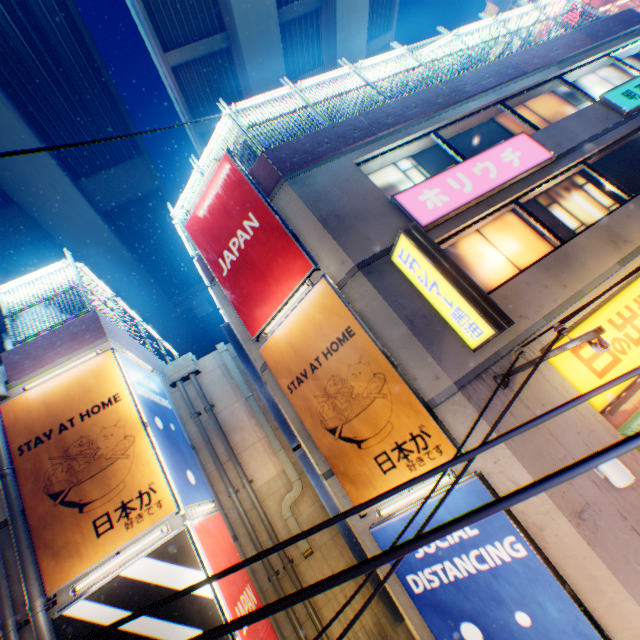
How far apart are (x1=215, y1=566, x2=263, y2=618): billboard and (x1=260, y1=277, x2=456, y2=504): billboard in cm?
316

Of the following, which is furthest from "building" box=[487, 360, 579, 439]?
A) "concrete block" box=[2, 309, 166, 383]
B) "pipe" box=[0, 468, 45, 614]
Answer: "pipe" box=[0, 468, 45, 614]

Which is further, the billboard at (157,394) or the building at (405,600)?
the billboard at (157,394)

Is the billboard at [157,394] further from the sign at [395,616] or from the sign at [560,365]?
the sign at [560,365]

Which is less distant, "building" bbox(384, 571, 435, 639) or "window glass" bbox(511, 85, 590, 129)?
"building" bbox(384, 571, 435, 639)

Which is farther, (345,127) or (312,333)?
(345,127)

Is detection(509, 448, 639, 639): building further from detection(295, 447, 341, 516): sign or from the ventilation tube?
the ventilation tube

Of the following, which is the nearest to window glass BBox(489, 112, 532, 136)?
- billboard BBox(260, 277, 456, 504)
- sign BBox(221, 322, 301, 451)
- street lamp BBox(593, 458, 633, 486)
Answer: billboard BBox(260, 277, 456, 504)
